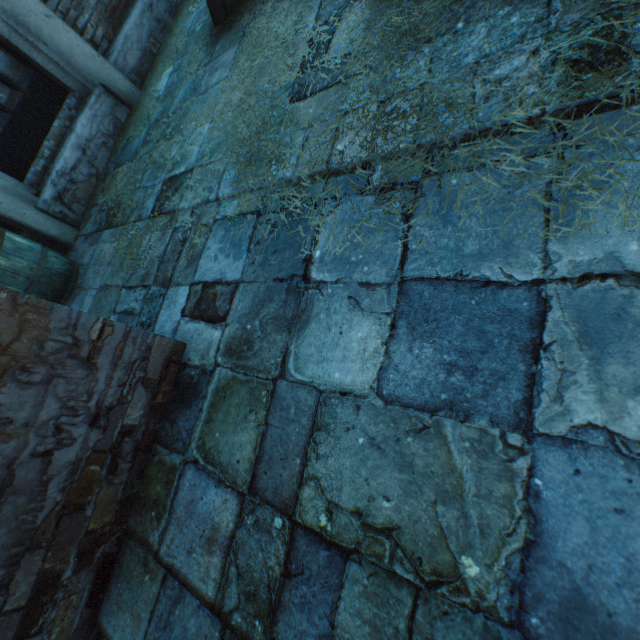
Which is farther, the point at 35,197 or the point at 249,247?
the point at 35,197

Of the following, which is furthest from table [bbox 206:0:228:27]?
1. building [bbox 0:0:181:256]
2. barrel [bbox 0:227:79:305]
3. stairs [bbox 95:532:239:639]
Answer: stairs [bbox 95:532:239:639]

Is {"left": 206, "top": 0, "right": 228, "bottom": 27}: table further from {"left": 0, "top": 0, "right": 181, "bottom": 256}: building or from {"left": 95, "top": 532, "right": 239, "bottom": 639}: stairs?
{"left": 95, "top": 532, "right": 239, "bottom": 639}: stairs

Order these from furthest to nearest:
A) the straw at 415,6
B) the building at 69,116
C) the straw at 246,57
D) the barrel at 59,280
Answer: the building at 69,116, the barrel at 59,280, the straw at 246,57, the straw at 415,6

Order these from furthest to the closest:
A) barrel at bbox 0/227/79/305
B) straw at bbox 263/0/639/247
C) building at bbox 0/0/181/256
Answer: building at bbox 0/0/181/256 → barrel at bbox 0/227/79/305 → straw at bbox 263/0/639/247

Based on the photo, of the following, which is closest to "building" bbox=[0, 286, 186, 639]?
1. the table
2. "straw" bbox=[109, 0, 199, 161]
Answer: "straw" bbox=[109, 0, 199, 161]

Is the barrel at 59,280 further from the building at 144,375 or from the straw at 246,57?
the straw at 246,57

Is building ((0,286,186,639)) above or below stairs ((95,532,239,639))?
above
